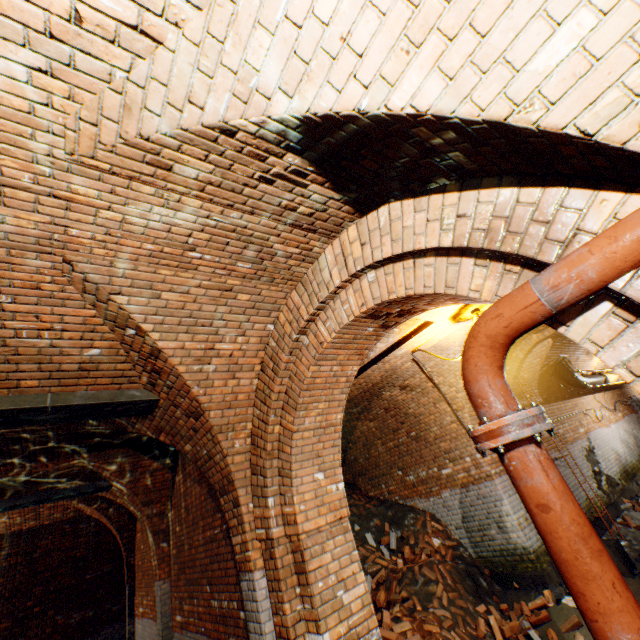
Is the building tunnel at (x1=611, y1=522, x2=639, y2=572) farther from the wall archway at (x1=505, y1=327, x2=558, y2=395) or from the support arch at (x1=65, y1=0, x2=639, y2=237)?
the support arch at (x1=65, y1=0, x2=639, y2=237)

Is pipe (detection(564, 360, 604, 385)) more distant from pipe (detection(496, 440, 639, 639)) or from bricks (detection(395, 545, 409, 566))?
pipe (detection(496, 440, 639, 639))

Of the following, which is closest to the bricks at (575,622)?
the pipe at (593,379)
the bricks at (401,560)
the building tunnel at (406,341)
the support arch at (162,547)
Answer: the building tunnel at (406,341)

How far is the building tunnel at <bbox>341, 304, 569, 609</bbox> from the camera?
5.7 meters

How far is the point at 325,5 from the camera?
1.3m

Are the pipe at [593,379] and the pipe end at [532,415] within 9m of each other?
no

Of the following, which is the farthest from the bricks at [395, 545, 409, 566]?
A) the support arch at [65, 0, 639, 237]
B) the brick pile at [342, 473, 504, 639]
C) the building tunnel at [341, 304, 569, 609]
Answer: the support arch at [65, 0, 639, 237]

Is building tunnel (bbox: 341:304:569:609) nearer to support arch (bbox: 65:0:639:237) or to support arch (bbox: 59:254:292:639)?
support arch (bbox: 59:254:292:639)
